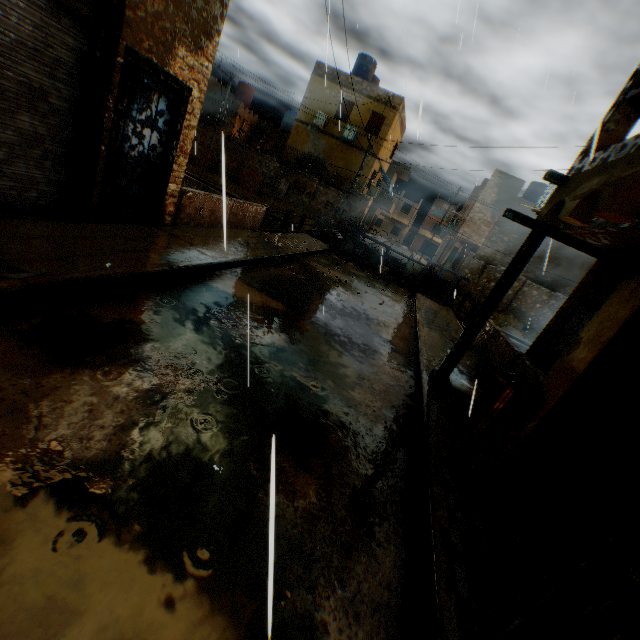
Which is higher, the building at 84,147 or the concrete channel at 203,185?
the building at 84,147

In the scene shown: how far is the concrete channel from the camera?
22.3m

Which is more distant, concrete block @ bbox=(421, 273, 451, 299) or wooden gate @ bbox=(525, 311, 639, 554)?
concrete block @ bbox=(421, 273, 451, 299)

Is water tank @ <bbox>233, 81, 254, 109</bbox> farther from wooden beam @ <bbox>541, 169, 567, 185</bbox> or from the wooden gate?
wooden beam @ <bbox>541, 169, 567, 185</bbox>

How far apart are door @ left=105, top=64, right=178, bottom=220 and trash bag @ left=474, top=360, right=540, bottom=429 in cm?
206

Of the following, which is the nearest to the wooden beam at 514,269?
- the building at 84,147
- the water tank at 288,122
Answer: the building at 84,147

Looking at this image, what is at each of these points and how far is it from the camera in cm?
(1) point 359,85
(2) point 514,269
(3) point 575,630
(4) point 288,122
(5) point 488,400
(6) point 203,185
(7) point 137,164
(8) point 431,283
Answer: (1) building, 2273
(2) wooden beam, 528
(3) wooden beam, 165
(4) water tank, 3278
(5) wooden box, 597
(6) concrete channel, 2245
(7) door, 629
(8) concrete block, 1711

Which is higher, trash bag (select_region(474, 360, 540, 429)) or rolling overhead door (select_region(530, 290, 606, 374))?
rolling overhead door (select_region(530, 290, 606, 374))
